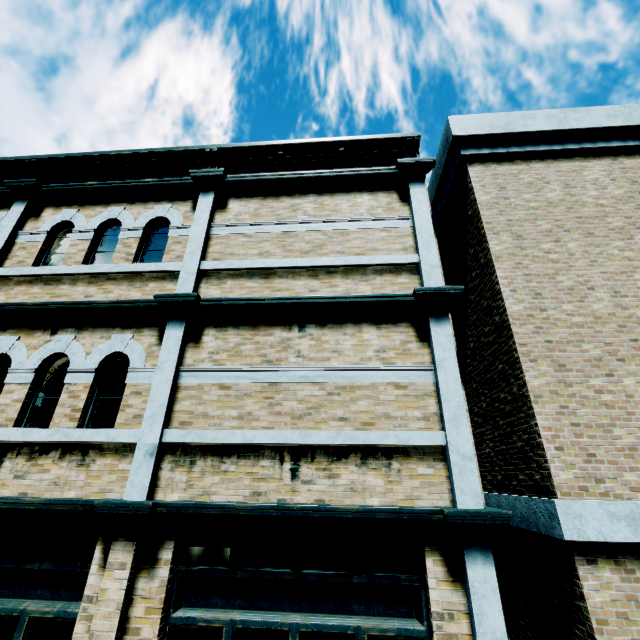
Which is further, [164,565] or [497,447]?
[497,447]
